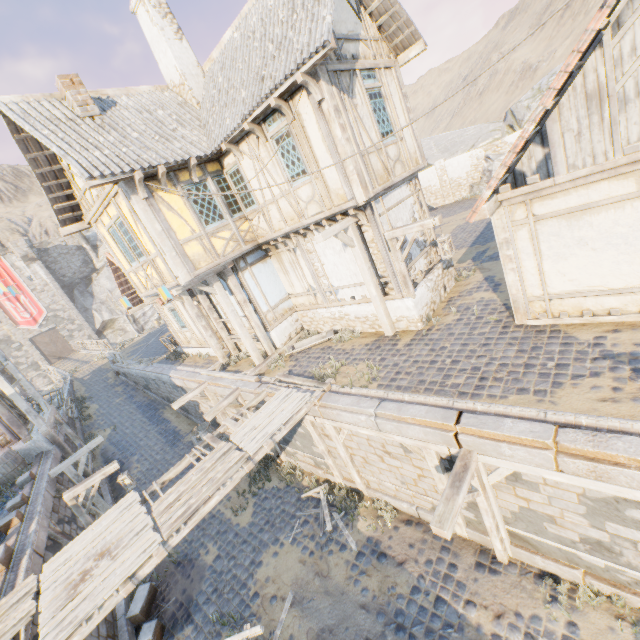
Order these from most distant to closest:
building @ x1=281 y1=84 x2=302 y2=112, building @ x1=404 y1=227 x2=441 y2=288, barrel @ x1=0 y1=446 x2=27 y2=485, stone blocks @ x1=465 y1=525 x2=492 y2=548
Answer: barrel @ x1=0 y1=446 x2=27 y2=485 → building @ x1=404 y1=227 x2=441 y2=288 → building @ x1=281 y1=84 x2=302 y2=112 → stone blocks @ x1=465 y1=525 x2=492 y2=548

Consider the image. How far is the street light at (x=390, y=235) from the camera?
7.8 meters

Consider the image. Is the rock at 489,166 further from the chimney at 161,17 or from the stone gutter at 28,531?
the chimney at 161,17

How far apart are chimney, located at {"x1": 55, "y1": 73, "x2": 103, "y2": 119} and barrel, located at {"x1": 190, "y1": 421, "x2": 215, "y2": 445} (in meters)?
→ 11.67

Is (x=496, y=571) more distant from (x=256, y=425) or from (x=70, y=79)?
(x=70, y=79)

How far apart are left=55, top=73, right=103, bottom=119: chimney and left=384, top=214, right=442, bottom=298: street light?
8.6 meters

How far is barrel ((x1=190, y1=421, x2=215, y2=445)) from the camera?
14.0 meters

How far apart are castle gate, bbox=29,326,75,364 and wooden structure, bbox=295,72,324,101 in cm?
4799
